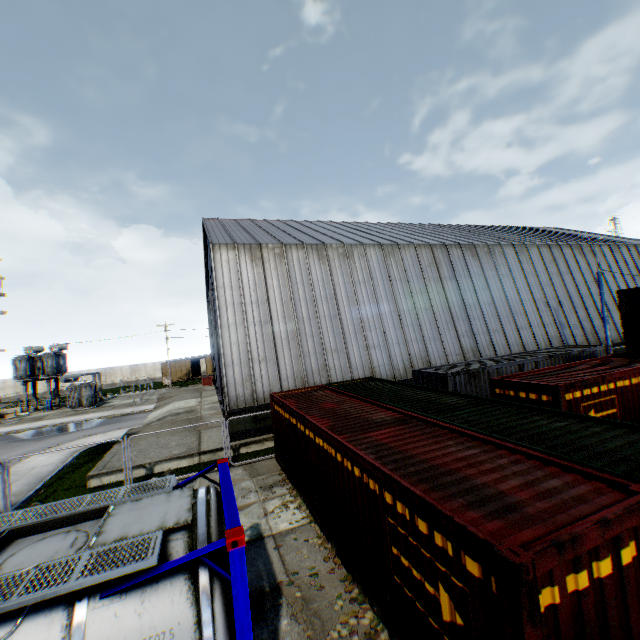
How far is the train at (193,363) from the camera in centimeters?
5203cm

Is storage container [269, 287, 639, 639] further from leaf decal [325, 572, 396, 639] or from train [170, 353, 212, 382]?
→ train [170, 353, 212, 382]

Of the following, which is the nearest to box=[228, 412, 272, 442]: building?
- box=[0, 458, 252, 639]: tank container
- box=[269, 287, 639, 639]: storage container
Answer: box=[269, 287, 639, 639]: storage container

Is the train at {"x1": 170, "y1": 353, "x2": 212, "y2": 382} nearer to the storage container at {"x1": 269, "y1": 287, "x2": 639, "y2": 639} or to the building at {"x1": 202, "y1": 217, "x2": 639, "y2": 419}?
the building at {"x1": 202, "y1": 217, "x2": 639, "y2": 419}

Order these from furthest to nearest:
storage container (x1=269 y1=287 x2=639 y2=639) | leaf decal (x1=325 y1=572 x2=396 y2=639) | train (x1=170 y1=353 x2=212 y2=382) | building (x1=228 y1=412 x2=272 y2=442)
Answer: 1. train (x1=170 y1=353 x2=212 y2=382)
2. building (x1=228 y1=412 x2=272 y2=442)
3. leaf decal (x1=325 y1=572 x2=396 y2=639)
4. storage container (x1=269 y1=287 x2=639 y2=639)

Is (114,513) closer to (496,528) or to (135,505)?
(135,505)

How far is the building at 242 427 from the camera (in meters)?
16.39

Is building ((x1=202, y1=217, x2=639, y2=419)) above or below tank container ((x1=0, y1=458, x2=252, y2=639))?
above
